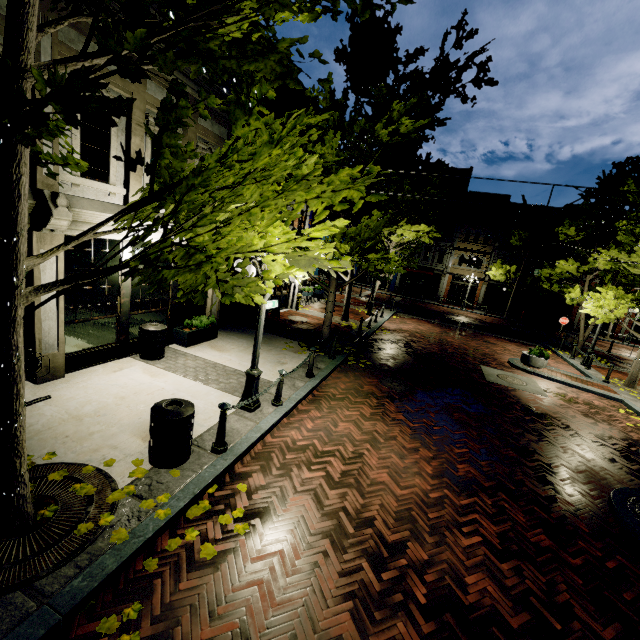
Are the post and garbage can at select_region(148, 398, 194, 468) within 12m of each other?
yes

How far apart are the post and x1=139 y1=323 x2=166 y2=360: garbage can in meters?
3.9 m

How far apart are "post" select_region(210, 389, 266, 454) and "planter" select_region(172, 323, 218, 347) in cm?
474

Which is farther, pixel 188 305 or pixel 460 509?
pixel 188 305

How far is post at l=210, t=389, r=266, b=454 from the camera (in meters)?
5.23

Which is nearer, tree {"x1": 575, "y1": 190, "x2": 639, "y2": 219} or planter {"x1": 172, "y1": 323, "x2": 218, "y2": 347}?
planter {"x1": 172, "y1": 323, "x2": 218, "y2": 347}

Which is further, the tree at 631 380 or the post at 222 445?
the tree at 631 380

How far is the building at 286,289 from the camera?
16.1m
